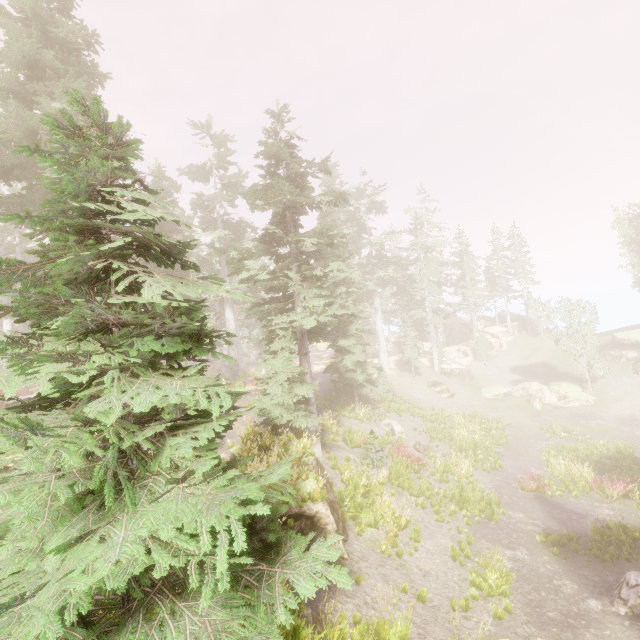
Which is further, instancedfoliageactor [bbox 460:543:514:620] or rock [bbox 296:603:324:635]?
instancedfoliageactor [bbox 460:543:514:620]

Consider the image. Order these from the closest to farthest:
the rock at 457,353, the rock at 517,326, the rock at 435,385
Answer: the rock at 435,385, the rock at 457,353, the rock at 517,326

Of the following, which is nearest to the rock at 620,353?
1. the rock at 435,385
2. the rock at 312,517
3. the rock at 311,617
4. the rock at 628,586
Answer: the rock at 435,385

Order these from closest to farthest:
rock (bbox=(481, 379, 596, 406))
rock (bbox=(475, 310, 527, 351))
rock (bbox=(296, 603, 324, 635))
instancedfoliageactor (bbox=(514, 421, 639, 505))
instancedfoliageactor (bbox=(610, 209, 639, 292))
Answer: rock (bbox=(296, 603, 324, 635)) < instancedfoliageactor (bbox=(514, 421, 639, 505)) < rock (bbox=(481, 379, 596, 406)) < instancedfoliageactor (bbox=(610, 209, 639, 292)) < rock (bbox=(475, 310, 527, 351))

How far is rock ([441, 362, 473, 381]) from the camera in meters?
40.2 m

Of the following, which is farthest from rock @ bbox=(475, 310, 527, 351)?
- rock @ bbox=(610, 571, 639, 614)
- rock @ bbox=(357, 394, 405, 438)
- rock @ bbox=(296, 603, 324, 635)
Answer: rock @ bbox=(296, 603, 324, 635)

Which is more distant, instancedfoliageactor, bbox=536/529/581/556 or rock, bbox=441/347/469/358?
rock, bbox=441/347/469/358

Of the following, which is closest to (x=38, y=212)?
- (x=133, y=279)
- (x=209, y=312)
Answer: (x=209, y=312)
